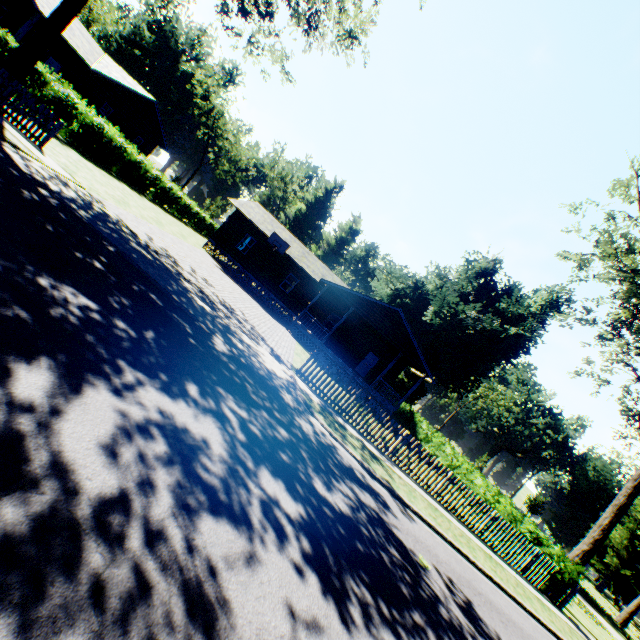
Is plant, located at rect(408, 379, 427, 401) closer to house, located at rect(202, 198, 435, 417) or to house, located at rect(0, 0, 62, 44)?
house, located at rect(202, 198, 435, 417)

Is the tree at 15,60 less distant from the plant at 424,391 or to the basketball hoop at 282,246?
the basketball hoop at 282,246

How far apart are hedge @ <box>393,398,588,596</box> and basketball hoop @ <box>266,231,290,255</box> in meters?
19.0 m

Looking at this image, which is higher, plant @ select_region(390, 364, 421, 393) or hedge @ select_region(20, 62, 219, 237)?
plant @ select_region(390, 364, 421, 393)

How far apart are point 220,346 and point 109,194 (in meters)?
11.52

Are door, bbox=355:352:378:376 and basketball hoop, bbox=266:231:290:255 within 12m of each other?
yes

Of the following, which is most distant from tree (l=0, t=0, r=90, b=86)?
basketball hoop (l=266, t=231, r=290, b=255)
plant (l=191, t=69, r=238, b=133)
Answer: plant (l=191, t=69, r=238, b=133)

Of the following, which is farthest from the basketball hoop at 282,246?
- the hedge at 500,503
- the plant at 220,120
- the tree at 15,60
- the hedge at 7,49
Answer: the plant at 220,120
